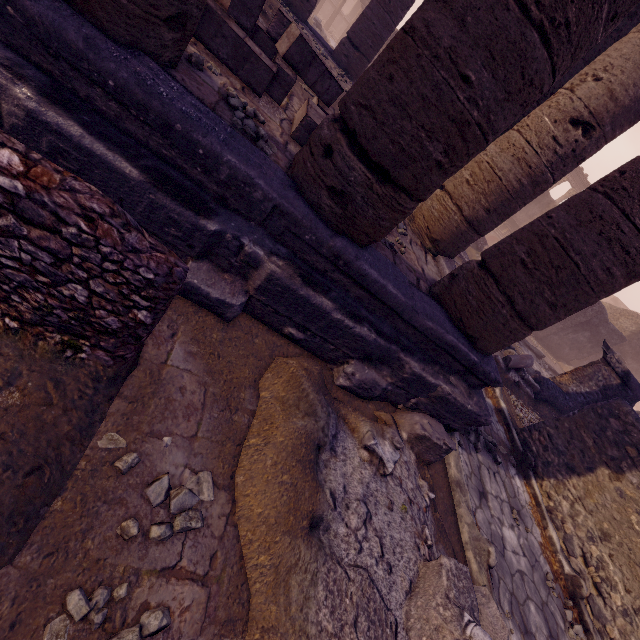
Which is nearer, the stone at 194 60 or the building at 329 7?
the stone at 194 60

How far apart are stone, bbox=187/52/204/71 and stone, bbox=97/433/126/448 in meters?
3.0 m

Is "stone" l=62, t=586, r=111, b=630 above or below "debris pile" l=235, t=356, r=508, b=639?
below

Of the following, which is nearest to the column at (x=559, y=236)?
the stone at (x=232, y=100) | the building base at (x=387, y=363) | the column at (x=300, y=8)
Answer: the building base at (x=387, y=363)

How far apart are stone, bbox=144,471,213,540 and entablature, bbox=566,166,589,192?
33.5m

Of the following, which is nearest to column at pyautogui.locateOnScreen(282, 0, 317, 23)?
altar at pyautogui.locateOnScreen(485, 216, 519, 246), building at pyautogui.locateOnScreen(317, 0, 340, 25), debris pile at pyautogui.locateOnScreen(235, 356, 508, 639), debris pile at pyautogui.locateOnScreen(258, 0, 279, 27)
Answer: debris pile at pyautogui.locateOnScreen(258, 0, 279, 27)

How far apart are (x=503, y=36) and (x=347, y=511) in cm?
319

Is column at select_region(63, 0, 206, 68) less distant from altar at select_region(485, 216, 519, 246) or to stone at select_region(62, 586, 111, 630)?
stone at select_region(62, 586, 111, 630)
